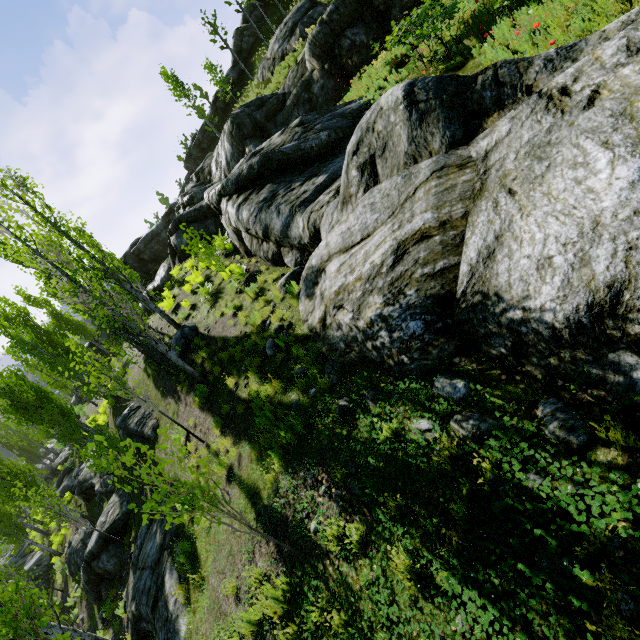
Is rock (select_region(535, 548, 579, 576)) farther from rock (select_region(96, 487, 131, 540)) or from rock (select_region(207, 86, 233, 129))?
rock (select_region(207, 86, 233, 129))

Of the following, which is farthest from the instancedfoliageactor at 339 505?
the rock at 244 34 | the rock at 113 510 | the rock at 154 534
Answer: the rock at 244 34

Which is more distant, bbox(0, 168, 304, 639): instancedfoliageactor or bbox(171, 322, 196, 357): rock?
bbox(171, 322, 196, 357): rock

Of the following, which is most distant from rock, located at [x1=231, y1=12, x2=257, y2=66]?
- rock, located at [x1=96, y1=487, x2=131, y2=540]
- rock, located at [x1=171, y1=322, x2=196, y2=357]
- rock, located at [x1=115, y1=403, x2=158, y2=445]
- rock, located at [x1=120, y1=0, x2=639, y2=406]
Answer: rock, located at [x1=96, y1=487, x2=131, y2=540]

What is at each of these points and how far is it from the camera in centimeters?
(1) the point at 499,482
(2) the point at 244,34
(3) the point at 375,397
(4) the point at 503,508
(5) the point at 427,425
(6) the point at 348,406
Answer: (1) rock, 281cm
(2) rock, 4325cm
(3) rock, 466cm
(4) rock, 274cm
(5) rock, 369cm
(6) rock, 501cm

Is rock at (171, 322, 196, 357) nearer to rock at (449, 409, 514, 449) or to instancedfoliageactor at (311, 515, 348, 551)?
instancedfoliageactor at (311, 515, 348, 551)

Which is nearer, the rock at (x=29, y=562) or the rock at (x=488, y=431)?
the rock at (x=488, y=431)

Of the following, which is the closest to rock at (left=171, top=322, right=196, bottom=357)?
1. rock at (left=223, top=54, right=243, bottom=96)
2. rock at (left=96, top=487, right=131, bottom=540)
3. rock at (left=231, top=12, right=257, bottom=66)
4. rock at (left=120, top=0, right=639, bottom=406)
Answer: rock at (left=120, top=0, right=639, bottom=406)
